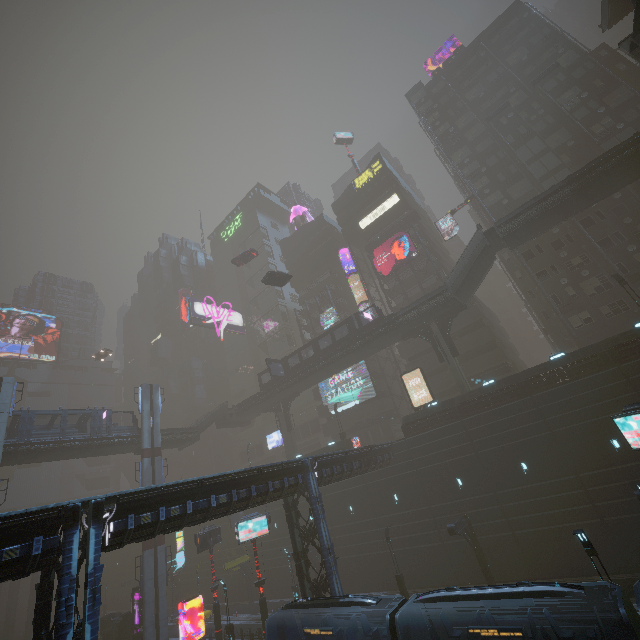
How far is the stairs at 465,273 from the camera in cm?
3192

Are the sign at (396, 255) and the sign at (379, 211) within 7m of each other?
yes

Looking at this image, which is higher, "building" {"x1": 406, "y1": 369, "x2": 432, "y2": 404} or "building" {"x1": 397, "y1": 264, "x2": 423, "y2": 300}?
"building" {"x1": 397, "y1": 264, "x2": 423, "y2": 300}

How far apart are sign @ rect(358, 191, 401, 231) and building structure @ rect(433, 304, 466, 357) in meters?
22.7

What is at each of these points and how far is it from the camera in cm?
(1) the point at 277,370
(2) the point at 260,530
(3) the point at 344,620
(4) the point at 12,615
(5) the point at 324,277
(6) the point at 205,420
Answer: (1) sign, 4403
(2) sign, 2627
(3) building, 1916
(4) building, 5962
(5) building, 5969
(6) stairs, 4659

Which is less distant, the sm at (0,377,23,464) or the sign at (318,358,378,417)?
the sm at (0,377,23,464)

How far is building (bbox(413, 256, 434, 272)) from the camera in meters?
46.2 m

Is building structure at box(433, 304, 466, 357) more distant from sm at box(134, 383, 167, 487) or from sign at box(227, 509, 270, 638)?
sm at box(134, 383, 167, 487)
